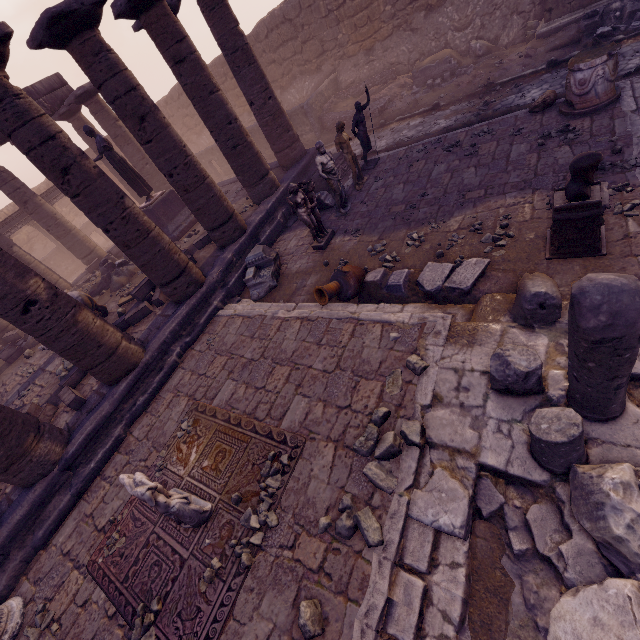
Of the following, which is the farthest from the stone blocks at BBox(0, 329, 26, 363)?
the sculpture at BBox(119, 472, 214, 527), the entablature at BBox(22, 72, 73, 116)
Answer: the sculpture at BBox(119, 472, 214, 527)

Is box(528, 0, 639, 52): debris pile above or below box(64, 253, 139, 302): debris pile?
below

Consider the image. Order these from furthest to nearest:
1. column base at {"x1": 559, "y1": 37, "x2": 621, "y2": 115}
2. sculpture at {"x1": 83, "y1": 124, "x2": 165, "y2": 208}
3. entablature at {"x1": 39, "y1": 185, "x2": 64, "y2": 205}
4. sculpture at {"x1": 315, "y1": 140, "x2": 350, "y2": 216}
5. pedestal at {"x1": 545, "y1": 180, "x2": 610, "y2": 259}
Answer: entablature at {"x1": 39, "y1": 185, "x2": 64, "y2": 205}
sculpture at {"x1": 83, "y1": 124, "x2": 165, "y2": 208}
sculpture at {"x1": 315, "y1": 140, "x2": 350, "y2": 216}
column base at {"x1": 559, "y1": 37, "x2": 621, "y2": 115}
pedestal at {"x1": 545, "y1": 180, "x2": 610, "y2": 259}

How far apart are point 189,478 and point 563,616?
4.8m

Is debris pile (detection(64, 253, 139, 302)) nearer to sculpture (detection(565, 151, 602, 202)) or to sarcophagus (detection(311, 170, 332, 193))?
sarcophagus (detection(311, 170, 332, 193))

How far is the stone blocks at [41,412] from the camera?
7.2m

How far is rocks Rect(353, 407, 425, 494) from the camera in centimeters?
384cm

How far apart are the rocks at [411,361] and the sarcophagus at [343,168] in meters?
7.8 m
